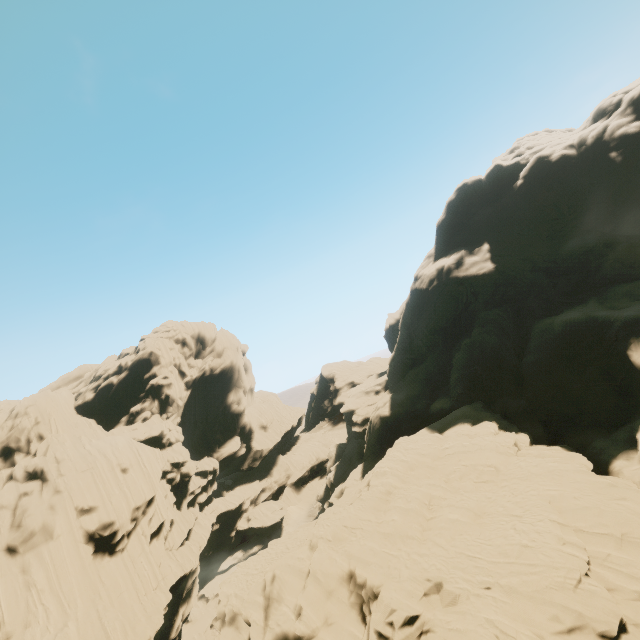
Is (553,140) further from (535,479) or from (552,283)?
(535,479)
